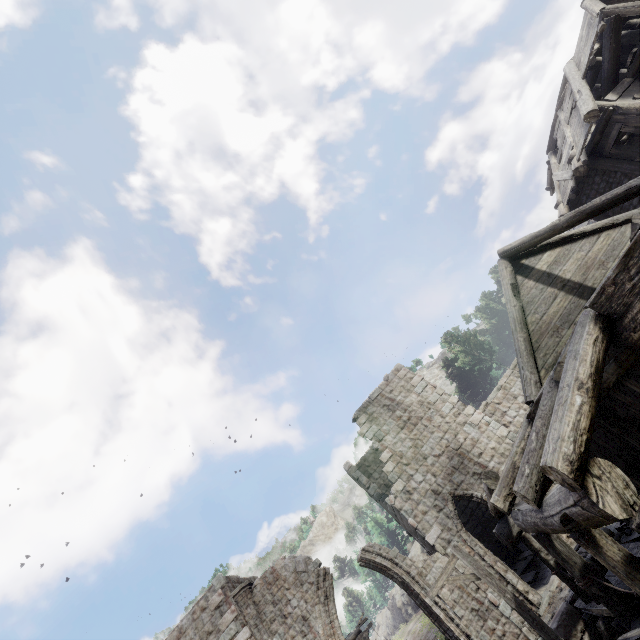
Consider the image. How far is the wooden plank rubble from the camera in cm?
1248

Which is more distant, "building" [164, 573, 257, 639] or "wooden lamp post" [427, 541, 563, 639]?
"building" [164, 573, 257, 639]

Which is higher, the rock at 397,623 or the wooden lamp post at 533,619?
the rock at 397,623

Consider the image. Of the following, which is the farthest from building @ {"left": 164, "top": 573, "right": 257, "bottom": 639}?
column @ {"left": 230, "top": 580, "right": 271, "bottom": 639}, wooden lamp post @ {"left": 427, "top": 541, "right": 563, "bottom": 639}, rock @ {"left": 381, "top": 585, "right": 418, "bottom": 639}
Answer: rock @ {"left": 381, "top": 585, "right": 418, "bottom": 639}

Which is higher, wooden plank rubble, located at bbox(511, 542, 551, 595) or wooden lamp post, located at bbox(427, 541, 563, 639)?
wooden lamp post, located at bbox(427, 541, 563, 639)

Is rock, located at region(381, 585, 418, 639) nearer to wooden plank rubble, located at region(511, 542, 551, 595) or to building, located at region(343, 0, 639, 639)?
building, located at region(343, 0, 639, 639)

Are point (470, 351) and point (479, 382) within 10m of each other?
yes

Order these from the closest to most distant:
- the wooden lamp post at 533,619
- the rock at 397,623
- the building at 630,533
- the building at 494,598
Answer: the building at 630,533 → the wooden lamp post at 533,619 → the building at 494,598 → the rock at 397,623
